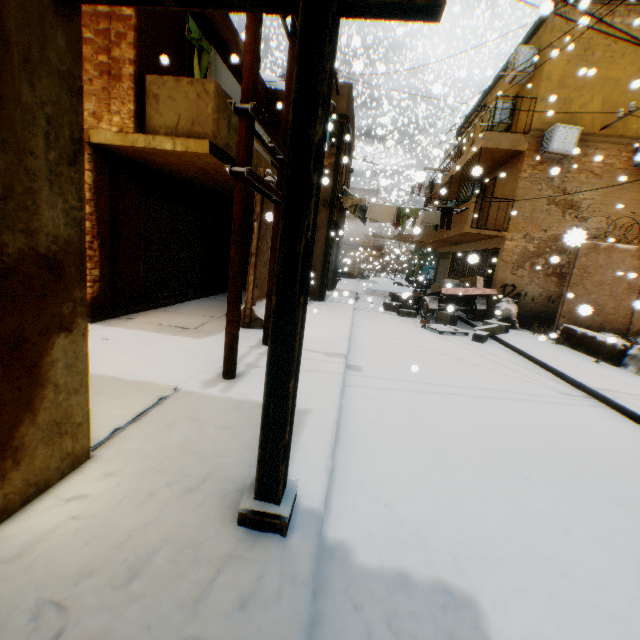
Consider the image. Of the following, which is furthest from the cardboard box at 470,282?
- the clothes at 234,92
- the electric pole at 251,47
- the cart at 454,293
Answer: the electric pole at 251,47

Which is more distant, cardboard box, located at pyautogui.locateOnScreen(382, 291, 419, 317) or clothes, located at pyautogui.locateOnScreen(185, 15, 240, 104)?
cardboard box, located at pyautogui.locateOnScreen(382, 291, 419, 317)

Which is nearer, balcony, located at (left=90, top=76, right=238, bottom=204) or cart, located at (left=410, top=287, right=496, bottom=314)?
balcony, located at (left=90, top=76, right=238, bottom=204)

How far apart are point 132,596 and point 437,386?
5.1m

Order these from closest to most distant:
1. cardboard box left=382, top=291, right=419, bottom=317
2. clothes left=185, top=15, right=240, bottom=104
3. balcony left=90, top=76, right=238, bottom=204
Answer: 1. balcony left=90, top=76, right=238, bottom=204
2. clothes left=185, top=15, right=240, bottom=104
3. cardboard box left=382, top=291, right=419, bottom=317

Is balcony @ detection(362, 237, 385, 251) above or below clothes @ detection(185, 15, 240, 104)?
below

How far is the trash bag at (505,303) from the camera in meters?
11.9

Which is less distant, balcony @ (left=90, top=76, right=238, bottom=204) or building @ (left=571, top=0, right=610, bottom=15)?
balcony @ (left=90, top=76, right=238, bottom=204)
